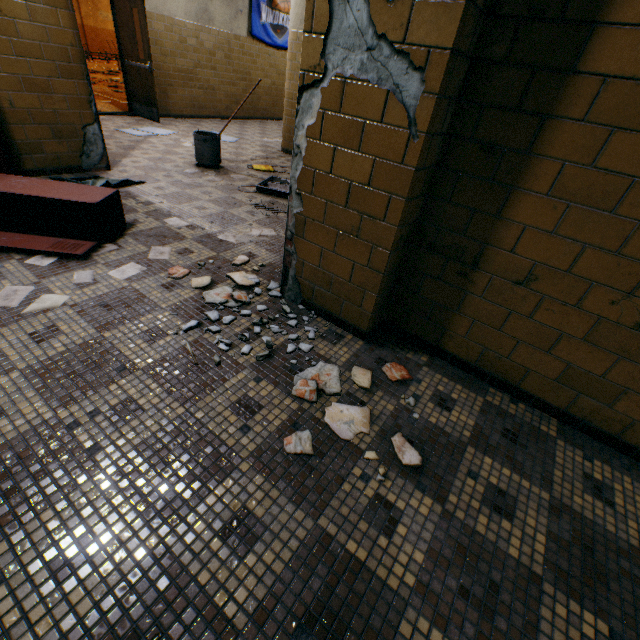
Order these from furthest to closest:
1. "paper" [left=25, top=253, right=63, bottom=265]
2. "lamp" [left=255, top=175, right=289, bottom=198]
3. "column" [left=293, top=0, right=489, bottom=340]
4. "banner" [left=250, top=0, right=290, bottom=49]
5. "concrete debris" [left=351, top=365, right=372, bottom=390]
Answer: "banner" [left=250, top=0, right=290, bottom=49] → "lamp" [left=255, top=175, right=289, bottom=198] → "paper" [left=25, top=253, right=63, bottom=265] → "concrete debris" [left=351, top=365, right=372, bottom=390] → "column" [left=293, top=0, right=489, bottom=340]

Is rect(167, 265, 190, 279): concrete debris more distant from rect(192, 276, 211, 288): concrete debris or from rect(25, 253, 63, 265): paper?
rect(25, 253, 63, 265): paper

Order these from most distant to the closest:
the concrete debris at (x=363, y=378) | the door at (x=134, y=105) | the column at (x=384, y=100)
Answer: the door at (x=134, y=105)
the concrete debris at (x=363, y=378)
the column at (x=384, y=100)

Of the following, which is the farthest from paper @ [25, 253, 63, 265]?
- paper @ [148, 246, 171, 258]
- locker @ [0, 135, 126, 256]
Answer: paper @ [148, 246, 171, 258]

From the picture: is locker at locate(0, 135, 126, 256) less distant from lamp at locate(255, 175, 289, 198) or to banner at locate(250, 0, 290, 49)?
lamp at locate(255, 175, 289, 198)

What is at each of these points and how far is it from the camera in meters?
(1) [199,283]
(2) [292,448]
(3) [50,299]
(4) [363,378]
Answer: (1) concrete debris, 2.4 m
(2) concrete debris, 1.5 m
(3) paper, 2.1 m
(4) concrete debris, 1.9 m

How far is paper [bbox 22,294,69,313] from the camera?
1.99m

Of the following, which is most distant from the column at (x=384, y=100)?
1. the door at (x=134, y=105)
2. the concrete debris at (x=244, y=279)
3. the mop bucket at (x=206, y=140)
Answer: the door at (x=134, y=105)
